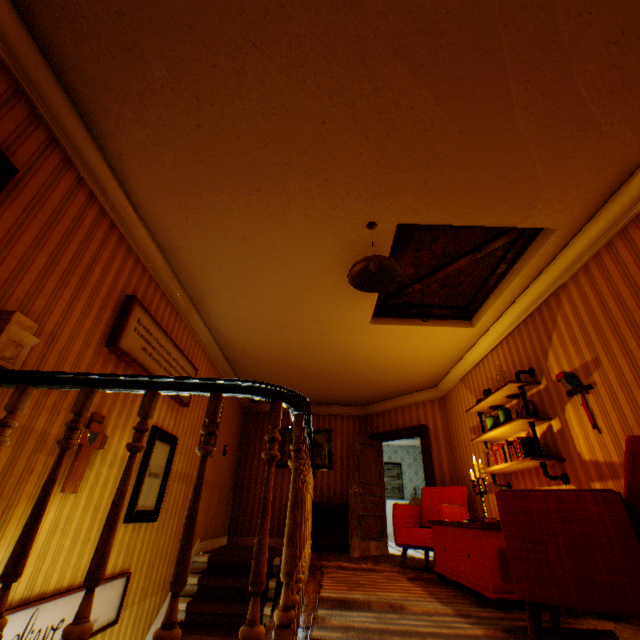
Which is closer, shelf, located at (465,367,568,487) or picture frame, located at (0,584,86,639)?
picture frame, located at (0,584,86,639)

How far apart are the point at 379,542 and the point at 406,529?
2.29m

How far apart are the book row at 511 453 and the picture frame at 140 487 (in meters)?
4.33

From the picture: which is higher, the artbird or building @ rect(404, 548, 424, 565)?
the artbird

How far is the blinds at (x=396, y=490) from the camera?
11.18m

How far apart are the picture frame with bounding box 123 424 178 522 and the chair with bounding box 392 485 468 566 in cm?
351

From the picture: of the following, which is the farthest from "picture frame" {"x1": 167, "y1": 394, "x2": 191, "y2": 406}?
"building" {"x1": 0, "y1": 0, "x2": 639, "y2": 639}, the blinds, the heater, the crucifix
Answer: the blinds

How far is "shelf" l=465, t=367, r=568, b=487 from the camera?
3.47m
